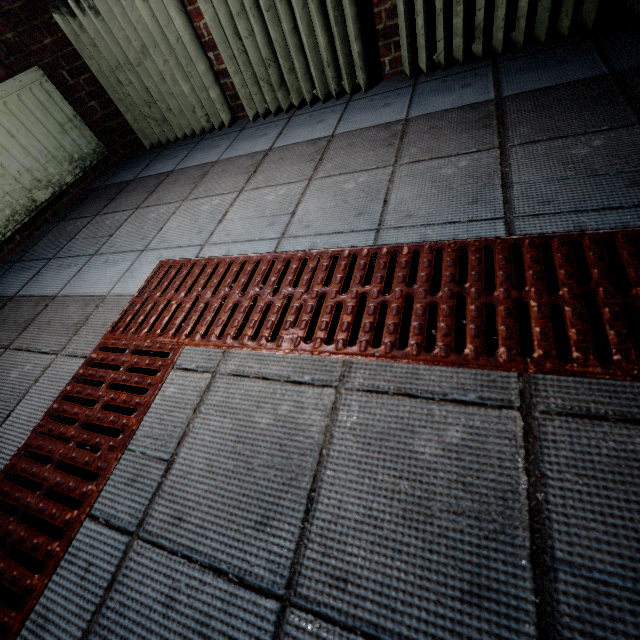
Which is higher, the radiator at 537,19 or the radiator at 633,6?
the radiator at 537,19

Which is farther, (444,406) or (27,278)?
(27,278)

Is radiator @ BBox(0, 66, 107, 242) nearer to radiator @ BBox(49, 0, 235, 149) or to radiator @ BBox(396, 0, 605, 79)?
radiator @ BBox(49, 0, 235, 149)

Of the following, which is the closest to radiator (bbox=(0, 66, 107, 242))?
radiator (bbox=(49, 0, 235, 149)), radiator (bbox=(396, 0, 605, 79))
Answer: radiator (bbox=(49, 0, 235, 149))

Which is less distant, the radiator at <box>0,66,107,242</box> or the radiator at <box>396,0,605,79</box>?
the radiator at <box>396,0,605,79</box>

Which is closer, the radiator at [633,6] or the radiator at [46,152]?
the radiator at [633,6]
